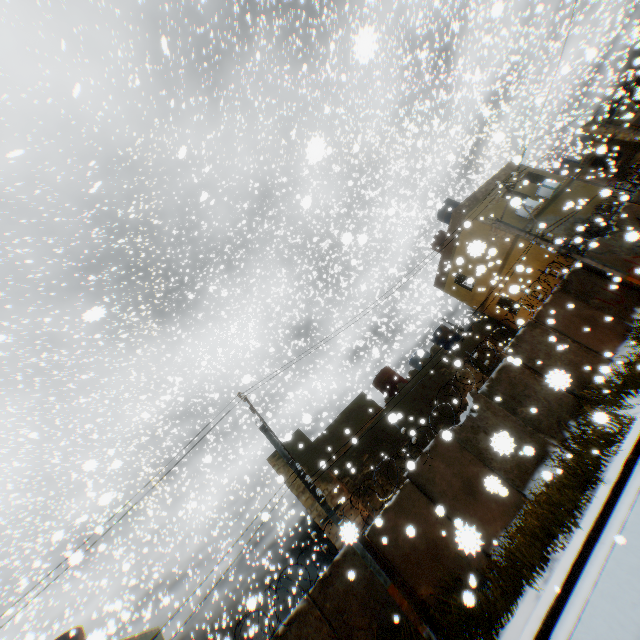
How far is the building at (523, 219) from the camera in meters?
9.1

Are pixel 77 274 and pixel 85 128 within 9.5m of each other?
no

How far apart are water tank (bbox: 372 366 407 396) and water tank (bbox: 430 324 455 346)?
5.79m

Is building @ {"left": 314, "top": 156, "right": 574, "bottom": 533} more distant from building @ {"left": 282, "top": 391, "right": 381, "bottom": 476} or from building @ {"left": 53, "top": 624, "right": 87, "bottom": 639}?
building @ {"left": 53, "top": 624, "right": 87, "bottom": 639}

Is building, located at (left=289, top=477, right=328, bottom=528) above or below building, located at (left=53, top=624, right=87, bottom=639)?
below

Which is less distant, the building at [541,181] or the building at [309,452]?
the building at [309,452]

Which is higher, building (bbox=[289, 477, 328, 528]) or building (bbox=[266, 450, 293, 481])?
building (bbox=[266, 450, 293, 481])

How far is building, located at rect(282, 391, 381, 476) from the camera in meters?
15.3
